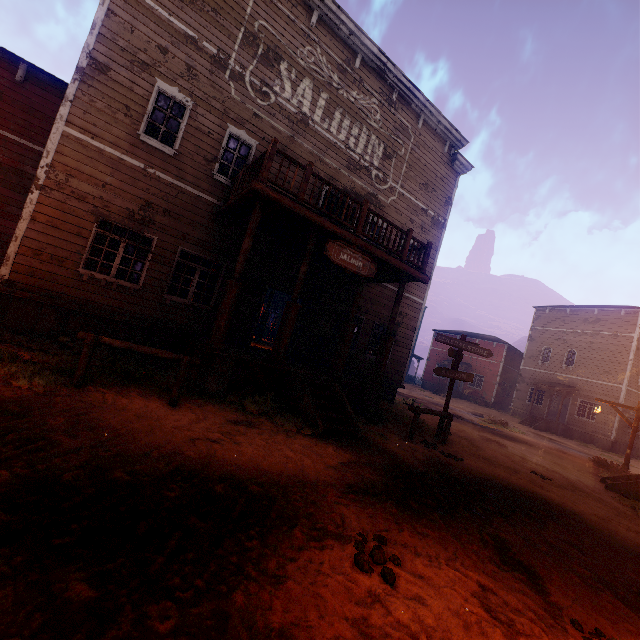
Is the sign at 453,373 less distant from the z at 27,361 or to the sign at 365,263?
the z at 27,361

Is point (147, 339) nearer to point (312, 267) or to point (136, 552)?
point (312, 267)

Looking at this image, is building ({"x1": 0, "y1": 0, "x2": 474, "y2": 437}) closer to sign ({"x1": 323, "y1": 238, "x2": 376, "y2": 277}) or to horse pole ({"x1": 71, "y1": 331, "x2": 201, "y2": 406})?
sign ({"x1": 323, "y1": 238, "x2": 376, "y2": 277})

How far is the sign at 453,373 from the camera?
9.9 meters

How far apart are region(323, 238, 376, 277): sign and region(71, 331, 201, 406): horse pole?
3.93m

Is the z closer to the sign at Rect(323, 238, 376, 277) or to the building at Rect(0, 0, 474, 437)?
the building at Rect(0, 0, 474, 437)

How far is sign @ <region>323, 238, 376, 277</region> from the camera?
8.2m

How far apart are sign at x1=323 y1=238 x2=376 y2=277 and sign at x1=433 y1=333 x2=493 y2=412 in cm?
330
